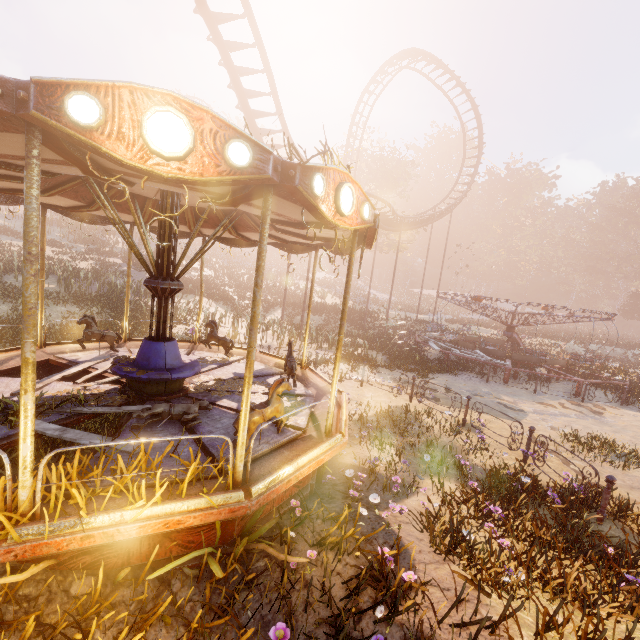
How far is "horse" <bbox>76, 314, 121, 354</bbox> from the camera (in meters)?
7.70

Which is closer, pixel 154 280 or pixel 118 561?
pixel 118 561

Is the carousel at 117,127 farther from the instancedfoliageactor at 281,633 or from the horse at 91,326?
the instancedfoliageactor at 281,633

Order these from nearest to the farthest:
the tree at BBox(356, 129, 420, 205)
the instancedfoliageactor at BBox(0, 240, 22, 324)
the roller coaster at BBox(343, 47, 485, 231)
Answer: the instancedfoliageactor at BBox(0, 240, 22, 324) < the roller coaster at BBox(343, 47, 485, 231) < the tree at BBox(356, 129, 420, 205)

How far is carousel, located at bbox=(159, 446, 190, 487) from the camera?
3.7m

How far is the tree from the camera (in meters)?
35.28

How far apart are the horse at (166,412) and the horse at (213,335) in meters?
3.7 m

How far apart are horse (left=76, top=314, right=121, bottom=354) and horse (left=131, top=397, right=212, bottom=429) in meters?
4.0 m
